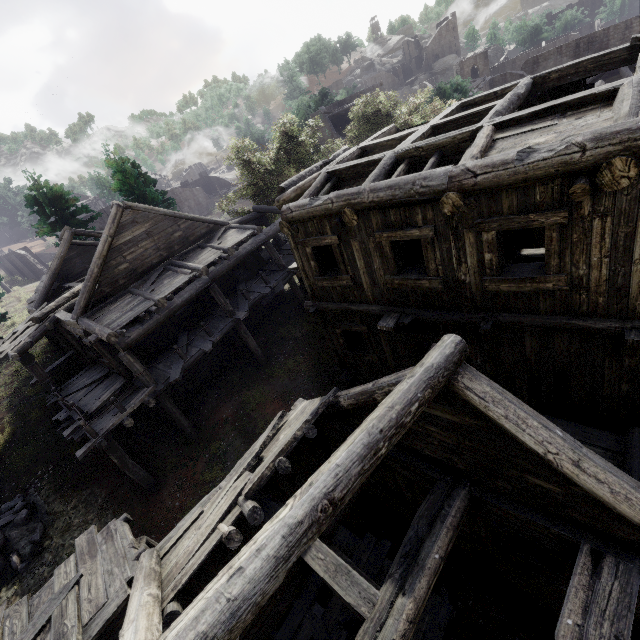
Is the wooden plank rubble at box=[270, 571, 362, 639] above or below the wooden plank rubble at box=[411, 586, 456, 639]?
above

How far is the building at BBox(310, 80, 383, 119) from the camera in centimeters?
3250cm

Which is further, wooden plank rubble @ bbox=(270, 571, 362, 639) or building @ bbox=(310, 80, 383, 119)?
building @ bbox=(310, 80, 383, 119)

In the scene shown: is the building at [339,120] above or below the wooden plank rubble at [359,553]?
above

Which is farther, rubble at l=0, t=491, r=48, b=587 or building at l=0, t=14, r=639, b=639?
rubble at l=0, t=491, r=48, b=587

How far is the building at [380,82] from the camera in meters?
32.5

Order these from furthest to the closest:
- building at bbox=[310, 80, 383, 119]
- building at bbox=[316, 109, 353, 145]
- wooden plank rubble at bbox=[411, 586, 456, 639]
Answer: building at bbox=[316, 109, 353, 145]
building at bbox=[310, 80, 383, 119]
wooden plank rubble at bbox=[411, 586, 456, 639]

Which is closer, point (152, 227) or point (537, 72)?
point (152, 227)
